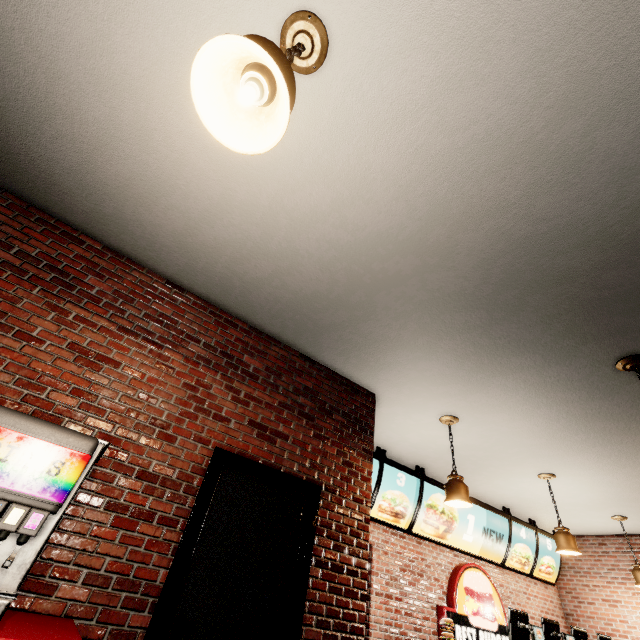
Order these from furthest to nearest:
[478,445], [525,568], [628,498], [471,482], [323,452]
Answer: [525,568]
[471,482]
[628,498]
[478,445]
[323,452]
